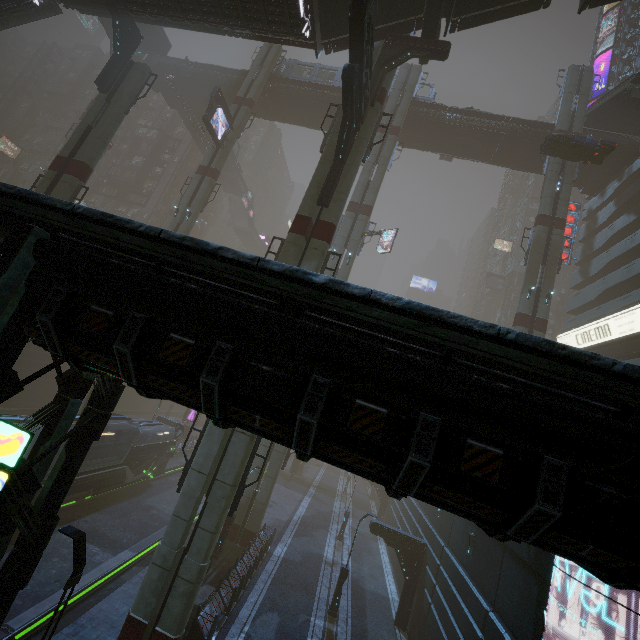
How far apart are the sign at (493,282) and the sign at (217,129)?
46.8m

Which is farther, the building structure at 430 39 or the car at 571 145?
the car at 571 145

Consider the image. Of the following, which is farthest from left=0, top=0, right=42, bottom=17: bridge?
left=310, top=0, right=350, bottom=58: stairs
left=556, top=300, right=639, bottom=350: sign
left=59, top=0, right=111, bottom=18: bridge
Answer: left=310, top=0, right=350, bottom=58: stairs

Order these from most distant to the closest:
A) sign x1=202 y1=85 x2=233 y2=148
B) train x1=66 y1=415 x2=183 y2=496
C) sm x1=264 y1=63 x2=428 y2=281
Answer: sign x1=202 y1=85 x2=233 y2=148 → train x1=66 y1=415 x2=183 y2=496 → sm x1=264 y1=63 x2=428 y2=281

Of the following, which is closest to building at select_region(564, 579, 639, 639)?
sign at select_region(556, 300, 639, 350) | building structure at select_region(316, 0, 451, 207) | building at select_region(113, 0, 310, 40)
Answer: sign at select_region(556, 300, 639, 350)

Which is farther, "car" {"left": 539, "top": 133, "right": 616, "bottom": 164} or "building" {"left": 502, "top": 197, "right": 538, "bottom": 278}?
"building" {"left": 502, "top": 197, "right": 538, "bottom": 278}

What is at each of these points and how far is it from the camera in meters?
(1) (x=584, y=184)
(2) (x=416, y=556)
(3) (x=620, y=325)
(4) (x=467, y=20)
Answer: (1) bridge, 33.6
(2) building, 20.1
(3) sign, 25.6
(4) stairs, 17.9

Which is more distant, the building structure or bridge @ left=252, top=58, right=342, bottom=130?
bridge @ left=252, top=58, right=342, bottom=130
